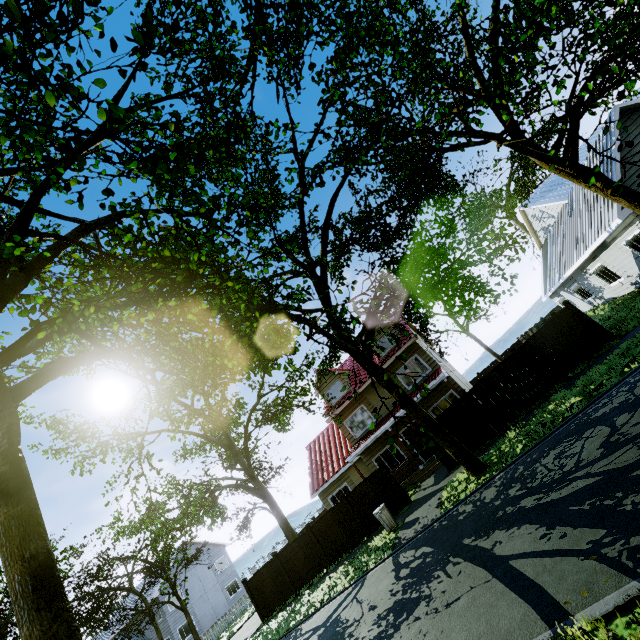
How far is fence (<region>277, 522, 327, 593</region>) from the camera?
16.91m

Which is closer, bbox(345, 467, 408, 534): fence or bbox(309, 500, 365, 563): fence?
bbox(345, 467, 408, 534): fence

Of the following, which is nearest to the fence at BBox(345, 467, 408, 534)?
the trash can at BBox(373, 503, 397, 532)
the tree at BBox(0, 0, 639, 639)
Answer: the tree at BBox(0, 0, 639, 639)

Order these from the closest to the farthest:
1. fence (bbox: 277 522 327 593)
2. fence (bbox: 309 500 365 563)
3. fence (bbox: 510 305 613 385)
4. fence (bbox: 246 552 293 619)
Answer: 1. fence (bbox: 510 305 613 385)
2. fence (bbox: 309 500 365 563)
3. fence (bbox: 277 522 327 593)
4. fence (bbox: 246 552 293 619)

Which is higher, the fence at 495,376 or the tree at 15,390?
the tree at 15,390

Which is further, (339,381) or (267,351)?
(339,381)

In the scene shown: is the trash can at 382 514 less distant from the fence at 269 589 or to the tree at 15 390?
the fence at 269 589

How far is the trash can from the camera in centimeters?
1314cm
